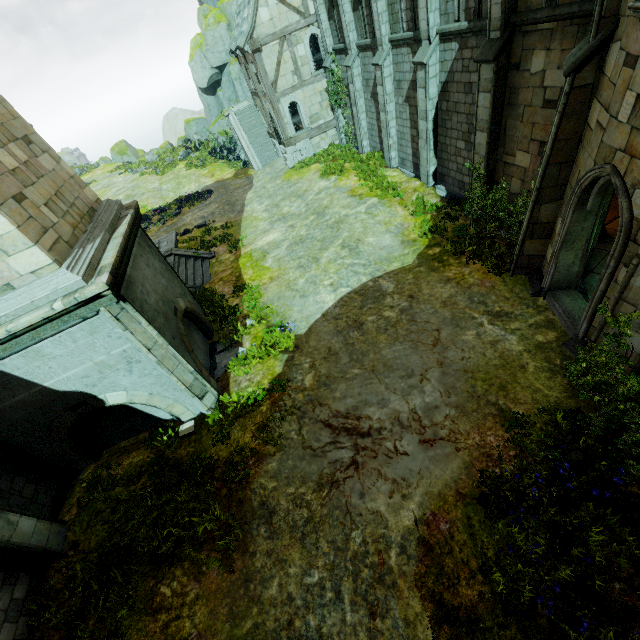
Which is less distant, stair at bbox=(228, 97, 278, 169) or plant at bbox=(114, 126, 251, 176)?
stair at bbox=(228, 97, 278, 169)

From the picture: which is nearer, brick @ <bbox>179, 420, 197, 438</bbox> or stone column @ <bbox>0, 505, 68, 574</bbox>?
stone column @ <bbox>0, 505, 68, 574</bbox>

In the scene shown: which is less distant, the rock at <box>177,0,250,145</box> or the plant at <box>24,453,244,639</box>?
the plant at <box>24,453,244,639</box>

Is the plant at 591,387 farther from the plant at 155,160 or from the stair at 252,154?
the plant at 155,160

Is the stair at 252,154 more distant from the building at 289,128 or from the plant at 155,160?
the plant at 155,160

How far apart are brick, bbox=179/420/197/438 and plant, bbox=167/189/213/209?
22.0 meters

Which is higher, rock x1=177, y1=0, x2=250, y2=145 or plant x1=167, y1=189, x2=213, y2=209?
rock x1=177, y1=0, x2=250, y2=145

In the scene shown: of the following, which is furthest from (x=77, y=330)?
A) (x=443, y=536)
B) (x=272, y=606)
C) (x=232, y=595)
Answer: (x=443, y=536)
